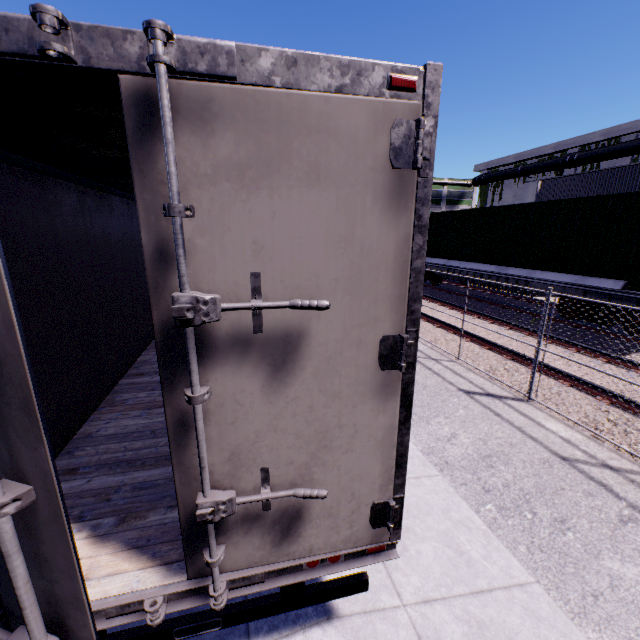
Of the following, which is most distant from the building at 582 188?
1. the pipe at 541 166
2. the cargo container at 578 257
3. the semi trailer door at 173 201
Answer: the semi trailer door at 173 201

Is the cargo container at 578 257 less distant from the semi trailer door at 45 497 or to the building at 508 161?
the building at 508 161

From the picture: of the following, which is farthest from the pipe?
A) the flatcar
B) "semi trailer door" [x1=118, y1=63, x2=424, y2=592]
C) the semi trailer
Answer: "semi trailer door" [x1=118, y1=63, x2=424, y2=592]

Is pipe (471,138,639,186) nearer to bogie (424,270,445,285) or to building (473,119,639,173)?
building (473,119,639,173)

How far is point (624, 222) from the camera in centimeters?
897cm

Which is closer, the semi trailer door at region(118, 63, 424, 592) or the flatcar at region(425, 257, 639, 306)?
the semi trailer door at region(118, 63, 424, 592)

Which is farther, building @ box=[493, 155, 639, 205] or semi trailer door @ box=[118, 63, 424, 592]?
building @ box=[493, 155, 639, 205]

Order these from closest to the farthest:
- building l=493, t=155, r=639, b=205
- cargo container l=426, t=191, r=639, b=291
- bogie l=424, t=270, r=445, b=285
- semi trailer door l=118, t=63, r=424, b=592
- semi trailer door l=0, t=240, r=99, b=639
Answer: semi trailer door l=0, t=240, r=99, b=639
semi trailer door l=118, t=63, r=424, b=592
cargo container l=426, t=191, r=639, b=291
building l=493, t=155, r=639, b=205
bogie l=424, t=270, r=445, b=285
